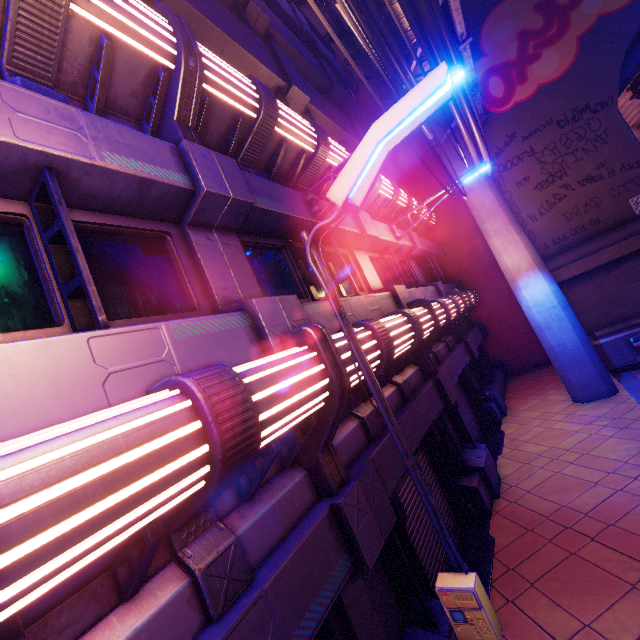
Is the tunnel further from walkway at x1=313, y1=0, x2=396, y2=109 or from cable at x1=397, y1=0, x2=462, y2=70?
walkway at x1=313, y1=0, x2=396, y2=109

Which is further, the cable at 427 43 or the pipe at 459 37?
the pipe at 459 37

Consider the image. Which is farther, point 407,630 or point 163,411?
point 407,630

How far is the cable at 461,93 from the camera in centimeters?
730cm

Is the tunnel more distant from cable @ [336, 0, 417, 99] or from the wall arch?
cable @ [336, 0, 417, 99]

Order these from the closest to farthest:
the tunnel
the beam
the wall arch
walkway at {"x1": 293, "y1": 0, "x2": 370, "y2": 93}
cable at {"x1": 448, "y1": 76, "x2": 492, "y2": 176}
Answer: cable at {"x1": 448, "y1": 76, "x2": 492, "y2": 176}
the beam
walkway at {"x1": 293, "y1": 0, "x2": 370, "y2": 93}
the wall arch
the tunnel

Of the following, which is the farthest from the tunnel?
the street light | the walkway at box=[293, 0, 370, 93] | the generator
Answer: the street light

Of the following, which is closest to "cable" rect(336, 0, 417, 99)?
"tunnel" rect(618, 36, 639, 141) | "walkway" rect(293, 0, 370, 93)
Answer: "walkway" rect(293, 0, 370, 93)
